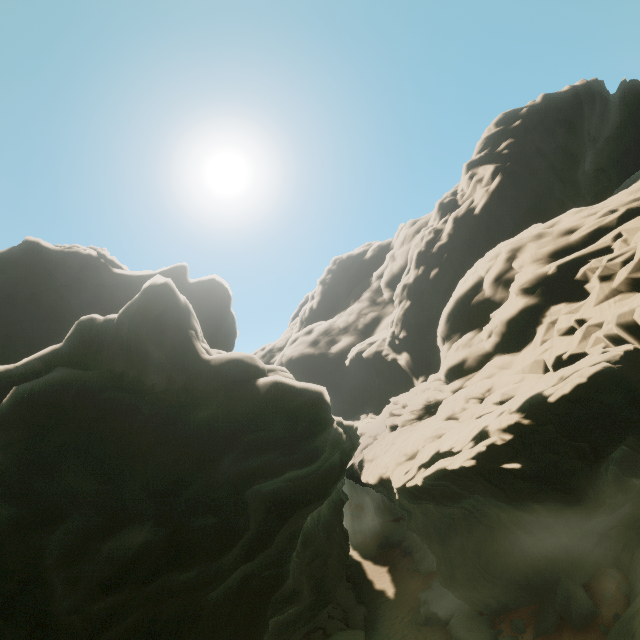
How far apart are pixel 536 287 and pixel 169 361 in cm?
2310
